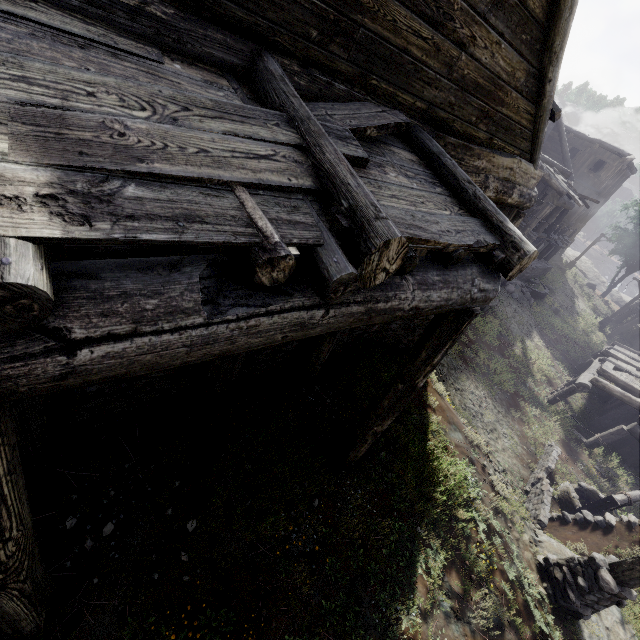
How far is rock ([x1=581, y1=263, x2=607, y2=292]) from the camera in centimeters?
4222cm

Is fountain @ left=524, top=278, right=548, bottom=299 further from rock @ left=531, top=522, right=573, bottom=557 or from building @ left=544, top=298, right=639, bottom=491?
rock @ left=531, top=522, right=573, bottom=557

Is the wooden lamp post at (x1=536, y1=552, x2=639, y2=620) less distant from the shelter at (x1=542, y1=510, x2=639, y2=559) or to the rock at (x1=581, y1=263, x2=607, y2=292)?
the shelter at (x1=542, y1=510, x2=639, y2=559)

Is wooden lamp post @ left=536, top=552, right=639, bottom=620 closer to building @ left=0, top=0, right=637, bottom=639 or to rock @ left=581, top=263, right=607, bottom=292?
building @ left=0, top=0, right=637, bottom=639

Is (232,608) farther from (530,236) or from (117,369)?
(530,236)

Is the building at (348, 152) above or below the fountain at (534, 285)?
above

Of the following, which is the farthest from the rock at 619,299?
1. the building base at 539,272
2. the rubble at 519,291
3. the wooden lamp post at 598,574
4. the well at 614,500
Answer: the wooden lamp post at 598,574

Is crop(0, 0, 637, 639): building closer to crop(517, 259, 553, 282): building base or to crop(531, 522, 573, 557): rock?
crop(517, 259, 553, 282): building base
